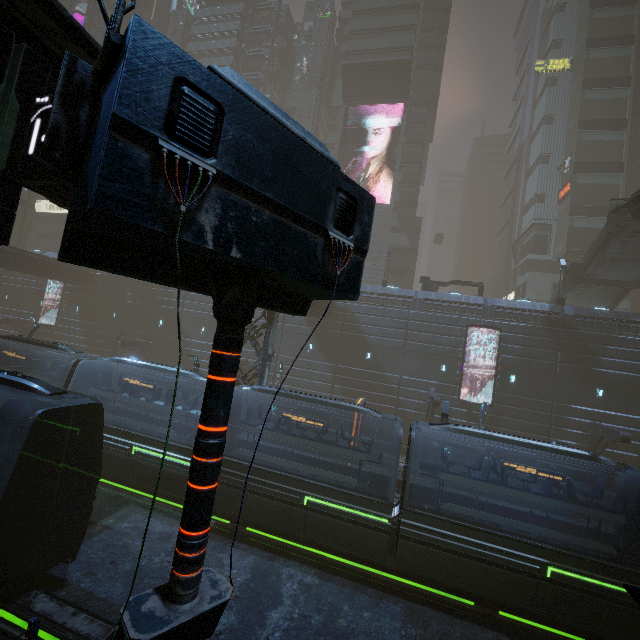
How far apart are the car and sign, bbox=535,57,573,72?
55.01m

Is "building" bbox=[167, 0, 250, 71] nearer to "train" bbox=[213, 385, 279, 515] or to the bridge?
"train" bbox=[213, 385, 279, 515]

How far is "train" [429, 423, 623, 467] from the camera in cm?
1128

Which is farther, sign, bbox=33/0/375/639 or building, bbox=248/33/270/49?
building, bbox=248/33/270/49

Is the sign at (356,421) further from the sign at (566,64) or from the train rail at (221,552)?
the sign at (566,64)

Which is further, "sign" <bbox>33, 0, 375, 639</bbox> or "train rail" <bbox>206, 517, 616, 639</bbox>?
"train rail" <bbox>206, 517, 616, 639</bbox>

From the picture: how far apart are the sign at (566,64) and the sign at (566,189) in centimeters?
1781cm

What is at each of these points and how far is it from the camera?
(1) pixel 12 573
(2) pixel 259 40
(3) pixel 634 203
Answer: (1) train, 8.1 meters
(2) building, 52.4 meters
(3) bridge, 22.8 meters
